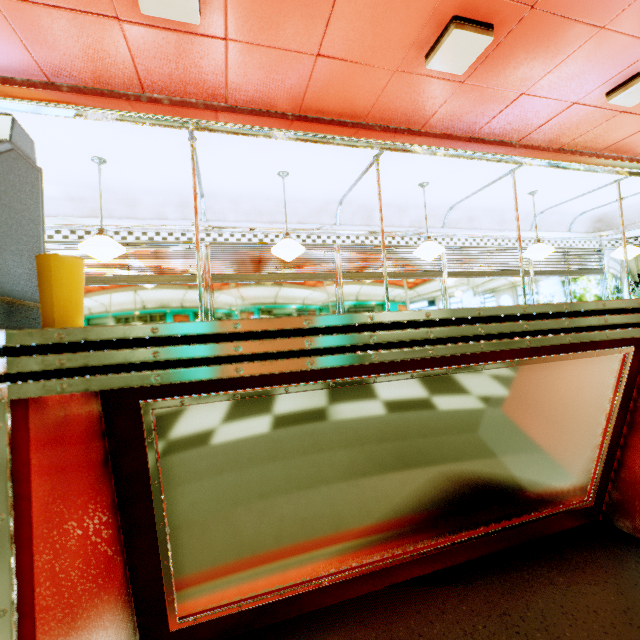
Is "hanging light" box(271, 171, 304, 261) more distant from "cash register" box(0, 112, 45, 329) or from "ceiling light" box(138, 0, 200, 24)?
"cash register" box(0, 112, 45, 329)

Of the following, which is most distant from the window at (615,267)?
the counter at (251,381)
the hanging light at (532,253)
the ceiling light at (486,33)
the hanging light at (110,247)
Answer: the hanging light at (110,247)

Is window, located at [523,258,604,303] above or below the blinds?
below

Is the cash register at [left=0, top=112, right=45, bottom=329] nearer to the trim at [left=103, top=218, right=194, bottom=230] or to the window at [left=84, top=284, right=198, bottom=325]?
the trim at [left=103, top=218, right=194, bottom=230]

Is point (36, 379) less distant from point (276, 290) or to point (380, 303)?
point (276, 290)

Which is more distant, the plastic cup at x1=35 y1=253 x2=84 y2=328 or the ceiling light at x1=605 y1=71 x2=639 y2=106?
the ceiling light at x1=605 y1=71 x2=639 y2=106

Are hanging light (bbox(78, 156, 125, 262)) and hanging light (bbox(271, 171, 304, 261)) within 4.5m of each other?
yes

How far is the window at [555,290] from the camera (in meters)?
6.29
